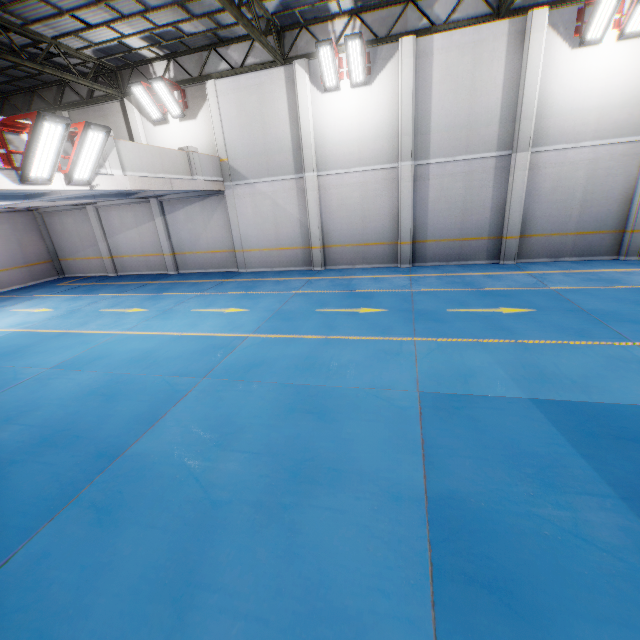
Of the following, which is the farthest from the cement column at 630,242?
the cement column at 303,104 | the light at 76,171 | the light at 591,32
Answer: the light at 76,171

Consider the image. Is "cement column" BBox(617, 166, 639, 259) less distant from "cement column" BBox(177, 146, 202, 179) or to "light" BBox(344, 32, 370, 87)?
"light" BBox(344, 32, 370, 87)

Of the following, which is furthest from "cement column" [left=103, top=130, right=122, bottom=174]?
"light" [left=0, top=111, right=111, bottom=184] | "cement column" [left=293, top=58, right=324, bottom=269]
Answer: "cement column" [left=293, top=58, right=324, bottom=269]

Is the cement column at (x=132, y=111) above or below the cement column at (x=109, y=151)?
above

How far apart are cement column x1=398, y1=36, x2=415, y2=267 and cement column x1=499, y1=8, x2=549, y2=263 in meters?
3.3 m

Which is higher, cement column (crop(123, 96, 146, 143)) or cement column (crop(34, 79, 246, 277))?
cement column (crop(123, 96, 146, 143))

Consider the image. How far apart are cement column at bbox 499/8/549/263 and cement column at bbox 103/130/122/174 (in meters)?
12.92

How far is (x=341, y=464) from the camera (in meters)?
3.94
